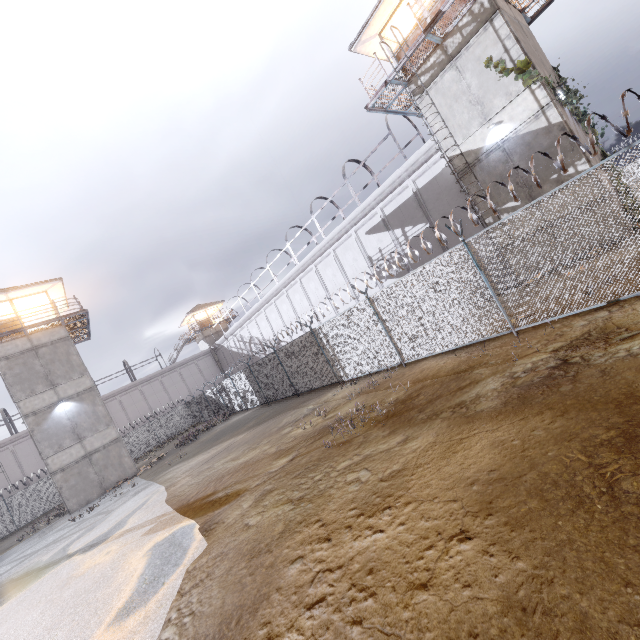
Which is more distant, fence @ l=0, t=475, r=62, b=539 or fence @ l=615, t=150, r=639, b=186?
fence @ l=0, t=475, r=62, b=539

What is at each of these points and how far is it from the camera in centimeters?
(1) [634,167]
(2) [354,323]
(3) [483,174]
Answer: (1) fence, 600cm
(2) fence, 1273cm
(3) building, 1418cm

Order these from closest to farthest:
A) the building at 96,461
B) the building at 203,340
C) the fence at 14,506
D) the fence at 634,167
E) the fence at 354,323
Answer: the fence at 634,167 → the fence at 354,323 → the building at 96,461 → the fence at 14,506 → the building at 203,340

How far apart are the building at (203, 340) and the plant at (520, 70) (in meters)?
42.95

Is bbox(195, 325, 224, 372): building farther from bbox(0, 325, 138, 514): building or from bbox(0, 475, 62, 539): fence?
bbox(0, 325, 138, 514): building

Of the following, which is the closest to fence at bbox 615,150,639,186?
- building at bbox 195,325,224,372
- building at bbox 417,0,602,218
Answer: building at bbox 417,0,602,218

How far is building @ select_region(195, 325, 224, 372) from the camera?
46.4m

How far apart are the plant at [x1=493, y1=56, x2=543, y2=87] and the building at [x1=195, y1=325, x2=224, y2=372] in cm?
4295
